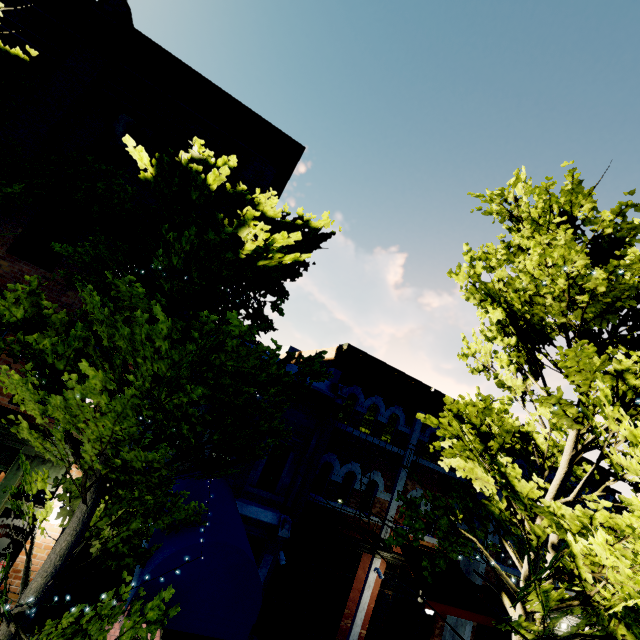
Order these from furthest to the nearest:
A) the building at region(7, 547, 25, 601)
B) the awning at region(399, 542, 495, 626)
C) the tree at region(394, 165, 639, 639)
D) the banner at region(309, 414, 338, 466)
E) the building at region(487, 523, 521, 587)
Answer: the building at region(487, 523, 521, 587)
the awning at region(399, 542, 495, 626)
the banner at region(309, 414, 338, 466)
the building at region(7, 547, 25, 601)
the tree at region(394, 165, 639, 639)

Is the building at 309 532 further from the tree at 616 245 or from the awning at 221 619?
the awning at 221 619

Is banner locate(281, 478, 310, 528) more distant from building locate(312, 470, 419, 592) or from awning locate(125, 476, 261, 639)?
building locate(312, 470, 419, 592)

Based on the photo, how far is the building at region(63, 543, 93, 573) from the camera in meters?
7.4 m

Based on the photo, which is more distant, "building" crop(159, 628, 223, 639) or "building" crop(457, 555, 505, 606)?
"building" crop(457, 555, 505, 606)

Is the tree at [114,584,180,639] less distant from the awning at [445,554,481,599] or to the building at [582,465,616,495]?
the building at [582,465,616,495]

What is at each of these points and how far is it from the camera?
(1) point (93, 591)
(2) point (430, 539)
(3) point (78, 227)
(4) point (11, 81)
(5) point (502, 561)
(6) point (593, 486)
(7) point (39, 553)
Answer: (1) building, 7.5m
(2) building, 12.1m
(3) building, 8.2m
(4) tree, 4.9m
(5) building, 12.9m
(6) building, 15.2m
(7) building, 7.0m

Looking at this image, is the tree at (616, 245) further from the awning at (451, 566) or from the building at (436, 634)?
the awning at (451, 566)
